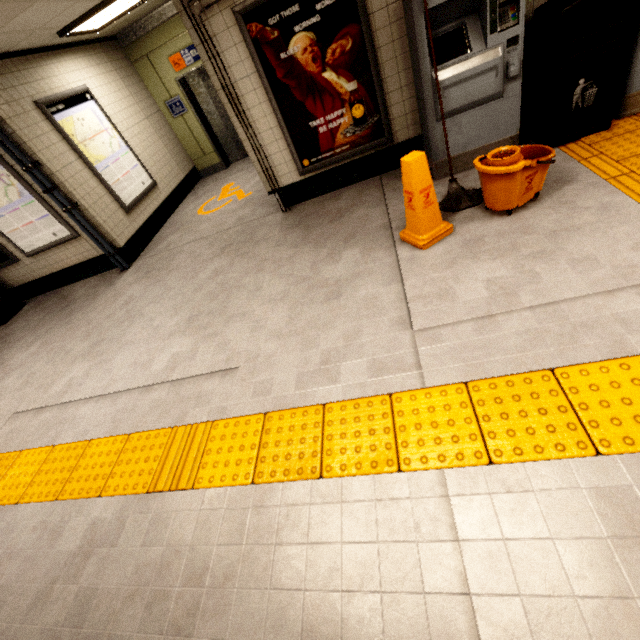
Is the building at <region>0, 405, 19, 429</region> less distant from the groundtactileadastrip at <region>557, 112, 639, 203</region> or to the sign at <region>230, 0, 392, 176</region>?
the groundtactileadastrip at <region>557, 112, 639, 203</region>

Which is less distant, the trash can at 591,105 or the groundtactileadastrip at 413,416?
the groundtactileadastrip at 413,416

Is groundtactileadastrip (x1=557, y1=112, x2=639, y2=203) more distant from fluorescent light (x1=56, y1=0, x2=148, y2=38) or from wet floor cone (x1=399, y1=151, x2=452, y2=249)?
fluorescent light (x1=56, y1=0, x2=148, y2=38)

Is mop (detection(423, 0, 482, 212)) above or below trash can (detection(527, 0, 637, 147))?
below

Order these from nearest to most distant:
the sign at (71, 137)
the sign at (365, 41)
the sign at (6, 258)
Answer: the sign at (365, 41), the sign at (71, 137), the sign at (6, 258)

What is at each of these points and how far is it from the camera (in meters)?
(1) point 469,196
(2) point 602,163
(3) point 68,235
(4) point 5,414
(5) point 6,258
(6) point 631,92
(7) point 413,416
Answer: (1) mop, 3.23
(2) groundtactileadastrip, 2.91
(3) sign, 5.29
(4) building, 3.71
(5) sign, 5.73
(6) ticket machine, 3.13
(7) groundtactileadastrip, 1.93

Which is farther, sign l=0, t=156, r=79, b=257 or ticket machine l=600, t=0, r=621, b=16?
sign l=0, t=156, r=79, b=257

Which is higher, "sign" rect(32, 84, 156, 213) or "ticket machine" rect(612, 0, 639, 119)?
"sign" rect(32, 84, 156, 213)
